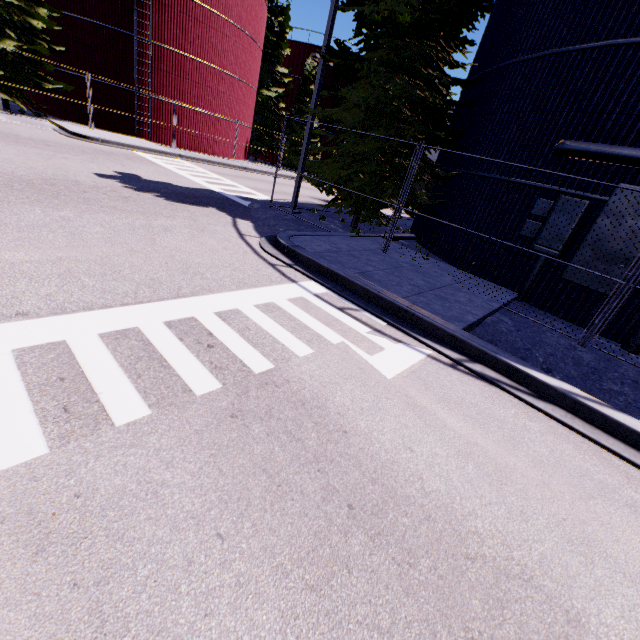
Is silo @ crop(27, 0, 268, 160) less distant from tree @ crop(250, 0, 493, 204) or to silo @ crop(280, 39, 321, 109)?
tree @ crop(250, 0, 493, 204)

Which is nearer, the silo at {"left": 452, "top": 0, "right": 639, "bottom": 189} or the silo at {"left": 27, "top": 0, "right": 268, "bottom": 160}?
the silo at {"left": 452, "top": 0, "right": 639, "bottom": 189}

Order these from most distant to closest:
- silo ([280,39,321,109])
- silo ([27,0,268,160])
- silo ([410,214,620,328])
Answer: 1. silo ([280,39,321,109])
2. silo ([27,0,268,160])
3. silo ([410,214,620,328])

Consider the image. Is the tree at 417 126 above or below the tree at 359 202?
above

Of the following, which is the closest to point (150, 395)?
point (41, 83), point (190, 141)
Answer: point (41, 83)

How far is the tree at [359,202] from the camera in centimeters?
1065cm

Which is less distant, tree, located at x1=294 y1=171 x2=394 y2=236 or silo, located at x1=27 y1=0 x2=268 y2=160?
tree, located at x1=294 y1=171 x2=394 y2=236
